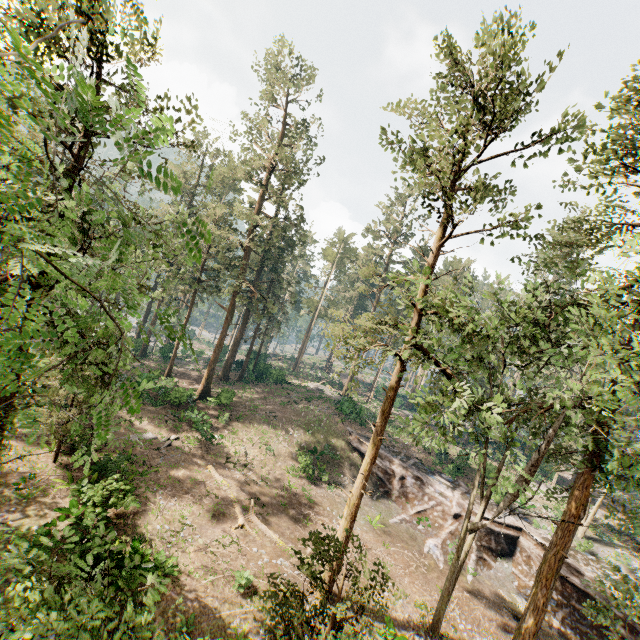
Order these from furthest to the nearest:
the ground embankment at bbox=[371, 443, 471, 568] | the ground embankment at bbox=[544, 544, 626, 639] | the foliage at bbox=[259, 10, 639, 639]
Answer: the ground embankment at bbox=[371, 443, 471, 568]
the ground embankment at bbox=[544, 544, 626, 639]
the foliage at bbox=[259, 10, 639, 639]

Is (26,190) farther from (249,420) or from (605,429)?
(249,420)

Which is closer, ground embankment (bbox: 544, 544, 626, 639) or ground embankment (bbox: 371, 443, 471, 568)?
ground embankment (bbox: 544, 544, 626, 639)

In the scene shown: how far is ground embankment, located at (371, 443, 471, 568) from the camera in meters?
24.4 m

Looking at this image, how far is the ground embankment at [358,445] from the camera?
30.83m

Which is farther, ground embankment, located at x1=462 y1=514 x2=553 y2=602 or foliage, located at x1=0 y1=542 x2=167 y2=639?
ground embankment, located at x1=462 y1=514 x2=553 y2=602

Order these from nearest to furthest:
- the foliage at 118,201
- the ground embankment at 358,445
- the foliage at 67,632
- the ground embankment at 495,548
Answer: the foliage at 118,201
the foliage at 67,632
the ground embankment at 495,548
the ground embankment at 358,445

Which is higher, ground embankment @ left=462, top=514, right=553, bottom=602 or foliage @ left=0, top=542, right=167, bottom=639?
foliage @ left=0, top=542, right=167, bottom=639
